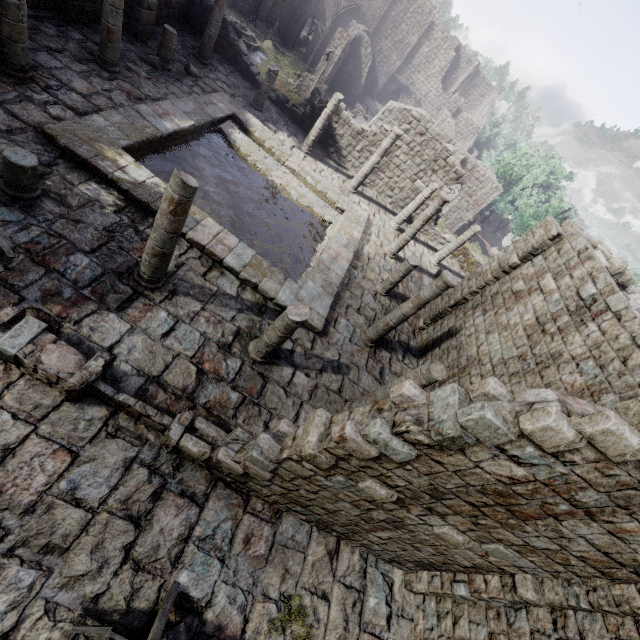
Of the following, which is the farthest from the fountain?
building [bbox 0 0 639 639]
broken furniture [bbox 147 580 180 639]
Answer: broken furniture [bbox 147 580 180 639]

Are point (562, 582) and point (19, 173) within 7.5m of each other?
no

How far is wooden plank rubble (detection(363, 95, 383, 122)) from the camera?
38.3 meters

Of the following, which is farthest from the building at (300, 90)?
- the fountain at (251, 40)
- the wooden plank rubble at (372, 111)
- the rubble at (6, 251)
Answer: the fountain at (251, 40)

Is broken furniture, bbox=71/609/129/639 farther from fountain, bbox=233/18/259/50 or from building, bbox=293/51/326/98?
fountain, bbox=233/18/259/50

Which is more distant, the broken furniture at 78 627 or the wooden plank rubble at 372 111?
the wooden plank rubble at 372 111

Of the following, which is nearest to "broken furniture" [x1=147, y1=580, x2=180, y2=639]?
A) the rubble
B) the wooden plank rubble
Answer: the rubble
